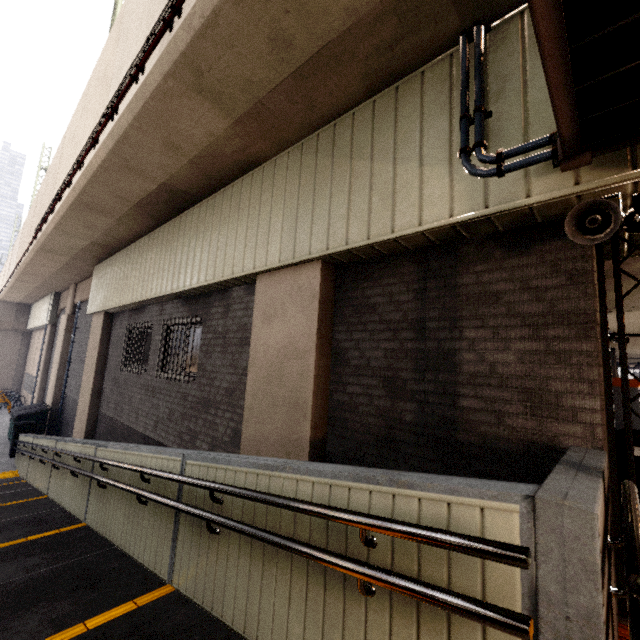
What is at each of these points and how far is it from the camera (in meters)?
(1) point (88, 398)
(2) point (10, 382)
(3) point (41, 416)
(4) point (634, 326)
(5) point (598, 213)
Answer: (1) concrete pillar, 10.22
(2) concrete pillar, 23.55
(3) dumpster, 12.77
(4) storm drain, 7.18
(5) loudspeaker, 2.19

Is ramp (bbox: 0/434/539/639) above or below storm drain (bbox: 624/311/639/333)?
below

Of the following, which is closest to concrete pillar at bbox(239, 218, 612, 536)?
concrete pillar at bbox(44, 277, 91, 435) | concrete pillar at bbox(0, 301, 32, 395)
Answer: concrete pillar at bbox(44, 277, 91, 435)

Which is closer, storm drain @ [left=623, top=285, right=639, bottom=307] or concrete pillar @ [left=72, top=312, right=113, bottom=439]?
storm drain @ [left=623, top=285, right=639, bottom=307]

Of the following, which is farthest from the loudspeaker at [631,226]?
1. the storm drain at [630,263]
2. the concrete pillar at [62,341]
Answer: the concrete pillar at [62,341]

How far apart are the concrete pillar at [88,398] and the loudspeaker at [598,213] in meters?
12.2 m

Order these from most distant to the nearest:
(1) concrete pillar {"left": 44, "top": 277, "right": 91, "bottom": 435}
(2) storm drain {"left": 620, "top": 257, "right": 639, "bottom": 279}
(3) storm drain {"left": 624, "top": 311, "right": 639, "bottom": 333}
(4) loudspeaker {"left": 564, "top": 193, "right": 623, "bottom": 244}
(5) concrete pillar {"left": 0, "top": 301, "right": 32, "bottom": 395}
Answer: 1. (5) concrete pillar {"left": 0, "top": 301, "right": 32, "bottom": 395}
2. (1) concrete pillar {"left": 44, "top": 277, "right": 91, "bottom": 435}
3. (3) storm drain {"left": 624, "top": 311, "right": 639, "bottom": 333}
4. (2) storm drain {"left": 620, "top": 257, "right": 639, "bottom": 279}
5. (4) loudspeaker {"left": 564, "top": 193, "right": 623, "bottom": 244}

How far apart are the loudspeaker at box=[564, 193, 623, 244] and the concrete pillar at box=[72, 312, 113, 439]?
12.2m
